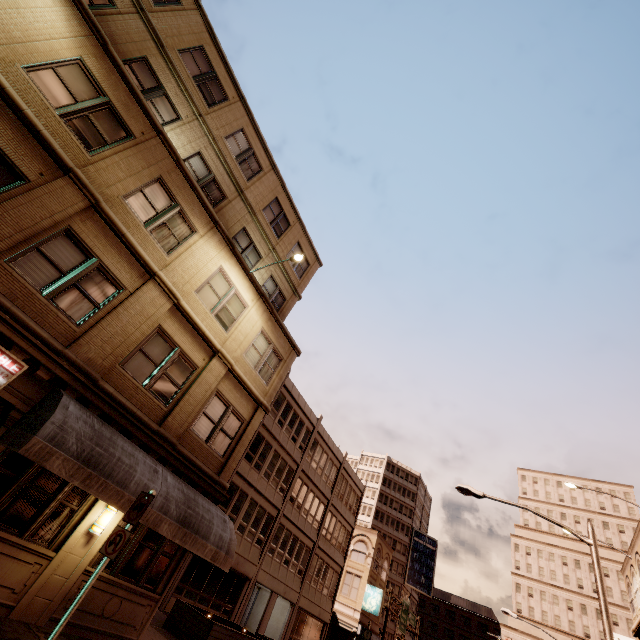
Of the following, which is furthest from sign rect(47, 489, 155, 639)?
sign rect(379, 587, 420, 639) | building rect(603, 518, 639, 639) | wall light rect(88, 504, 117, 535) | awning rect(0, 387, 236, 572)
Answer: building rect(603, 518, 639, 639)

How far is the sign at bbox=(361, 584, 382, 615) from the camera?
35.1 meters

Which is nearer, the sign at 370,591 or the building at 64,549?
the building at 64,549

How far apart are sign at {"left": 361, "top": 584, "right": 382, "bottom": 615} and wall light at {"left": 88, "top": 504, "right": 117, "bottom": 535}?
38.7m

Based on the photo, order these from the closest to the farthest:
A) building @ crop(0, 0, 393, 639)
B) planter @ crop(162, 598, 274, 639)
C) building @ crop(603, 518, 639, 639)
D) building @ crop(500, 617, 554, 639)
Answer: building @ crop(0, 0, 393, 639)
planter @ crop(162, 598, 274, 639)
building @ crop(603, 518, 639, 639)
building @ crop(500, 617, 554, 639)

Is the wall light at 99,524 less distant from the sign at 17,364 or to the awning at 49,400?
the awning at 49,400

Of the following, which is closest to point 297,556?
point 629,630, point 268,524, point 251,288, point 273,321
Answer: point 268,524

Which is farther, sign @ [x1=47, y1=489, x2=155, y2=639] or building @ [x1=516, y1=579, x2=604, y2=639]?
building @ [x1=516, y1=579, x2=604, y2=639]
